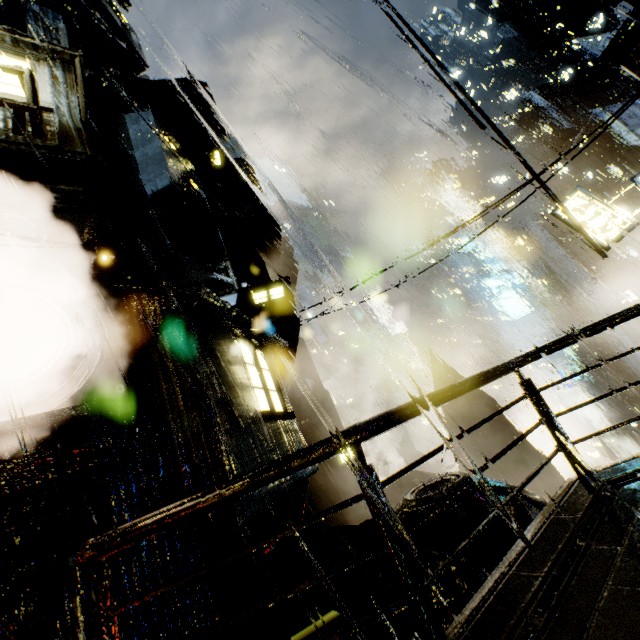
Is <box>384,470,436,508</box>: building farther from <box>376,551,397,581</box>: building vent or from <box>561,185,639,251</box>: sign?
<box>561,185,639,251</box>: sign

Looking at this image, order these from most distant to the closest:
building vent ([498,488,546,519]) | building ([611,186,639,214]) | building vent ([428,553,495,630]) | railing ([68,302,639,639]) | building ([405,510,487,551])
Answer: building ([611,186,639,214]) → building vent ([498,488,546,519]) → building vent ([428,553,495,630]) → building ([405,510,487,551]) → railing ([68,302,639,639])

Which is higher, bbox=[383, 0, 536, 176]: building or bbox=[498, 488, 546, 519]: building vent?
bbox=[383, 0, 536, 176]: building

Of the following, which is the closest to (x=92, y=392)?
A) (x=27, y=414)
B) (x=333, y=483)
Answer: (x=27, y=414)

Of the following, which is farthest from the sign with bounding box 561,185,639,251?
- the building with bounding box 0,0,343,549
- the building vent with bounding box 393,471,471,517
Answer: the building vent with bounding box 393,471,471,517

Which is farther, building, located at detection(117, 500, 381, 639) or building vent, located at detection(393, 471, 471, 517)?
building vent, located at detection(393, 471, 471, 517)

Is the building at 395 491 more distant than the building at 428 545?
Yes

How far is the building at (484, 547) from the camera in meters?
3.9
